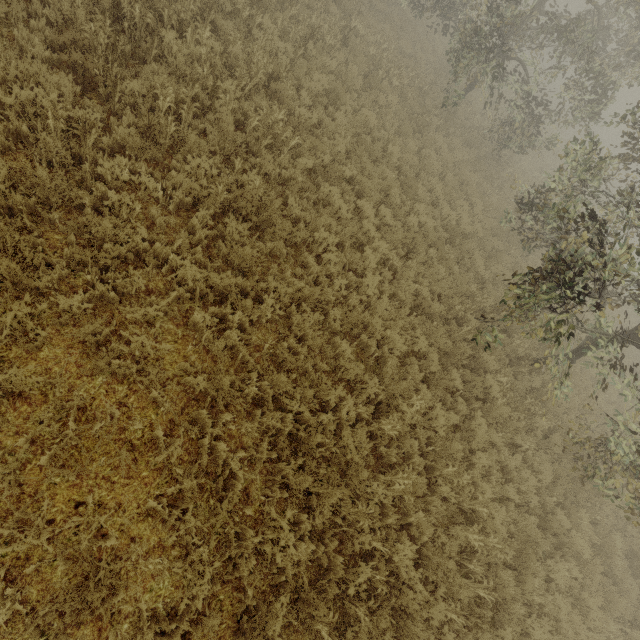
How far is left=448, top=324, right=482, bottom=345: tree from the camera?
7.4 meters

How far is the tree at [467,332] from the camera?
7.4m

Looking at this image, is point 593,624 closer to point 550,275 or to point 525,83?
point 550,275
